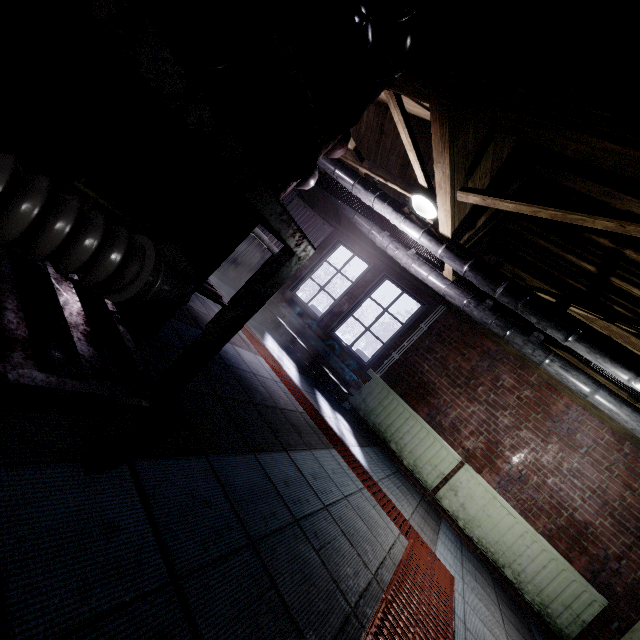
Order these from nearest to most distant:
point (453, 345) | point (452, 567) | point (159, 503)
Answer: point (159, 503) < point (452, 567) < point (453, 345)

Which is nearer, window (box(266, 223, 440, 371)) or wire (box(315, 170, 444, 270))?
wire (box(315, 170, 444, 270))

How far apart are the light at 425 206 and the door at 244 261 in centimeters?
223cm

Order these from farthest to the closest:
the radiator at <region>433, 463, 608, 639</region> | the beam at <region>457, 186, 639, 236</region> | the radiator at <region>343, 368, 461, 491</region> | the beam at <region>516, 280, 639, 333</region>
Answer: the radiator at <region>343, 368, 461, 491</region> < the radiator at <region>433, 463, 608, 639</region> < the beam at <region>516, 280, 639, 333</region> < the beam at <region>457, 186, 639, 236</region>

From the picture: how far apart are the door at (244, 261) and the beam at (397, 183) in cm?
33

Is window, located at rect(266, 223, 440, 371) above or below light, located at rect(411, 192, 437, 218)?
below

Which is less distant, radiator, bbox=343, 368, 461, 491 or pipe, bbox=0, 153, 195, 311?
pipe, bbox=0, 153, 195, 311

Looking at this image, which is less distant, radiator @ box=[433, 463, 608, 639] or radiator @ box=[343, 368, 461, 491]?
radiator @ box=[433, 463, 608, 639]
